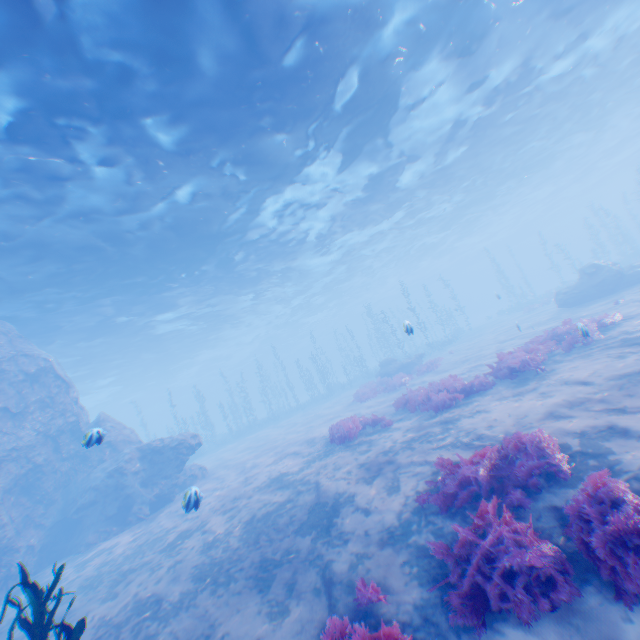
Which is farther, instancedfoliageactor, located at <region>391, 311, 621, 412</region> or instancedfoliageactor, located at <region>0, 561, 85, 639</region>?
instancedfoliageactor, located at <region>391, 311, 621, 412</region>

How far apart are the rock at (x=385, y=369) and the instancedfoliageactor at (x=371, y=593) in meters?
20.1 m

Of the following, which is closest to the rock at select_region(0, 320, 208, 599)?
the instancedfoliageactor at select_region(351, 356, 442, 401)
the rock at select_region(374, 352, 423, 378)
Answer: the instancedfoliageactor at select_region(351, 356, 442, 401)

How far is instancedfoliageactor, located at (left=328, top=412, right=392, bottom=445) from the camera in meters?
12.0 m

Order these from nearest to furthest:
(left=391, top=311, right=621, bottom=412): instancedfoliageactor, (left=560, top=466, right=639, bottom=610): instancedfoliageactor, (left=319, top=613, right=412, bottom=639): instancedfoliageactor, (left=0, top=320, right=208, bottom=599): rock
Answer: (left=560, top=466, right=639, bottom=610): instancedfoliageactor → (left=319, top=613, right=412, bottom=639): instancedfoliageactor → (left=391, top=311, right=621, bottom=412): instancedfoliageactor → (left=0, top=320, right=208, bottom=599): rock

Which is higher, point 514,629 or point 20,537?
point 20,537

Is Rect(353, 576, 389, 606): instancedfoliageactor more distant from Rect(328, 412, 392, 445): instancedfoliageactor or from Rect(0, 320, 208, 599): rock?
Rect(328, 412, 392, 445): instancedfoliageactor

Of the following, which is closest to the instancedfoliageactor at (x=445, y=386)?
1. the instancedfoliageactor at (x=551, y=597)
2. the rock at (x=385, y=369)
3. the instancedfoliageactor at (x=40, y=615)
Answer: the instancedfoliageactor at (x=551, y=597)
